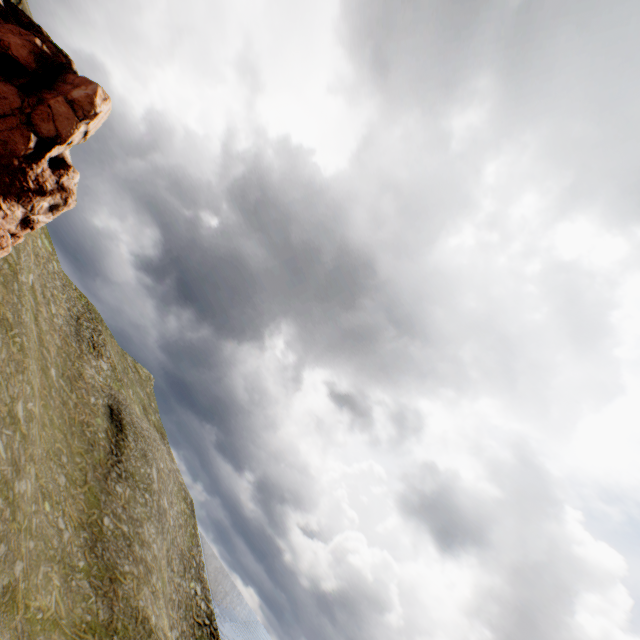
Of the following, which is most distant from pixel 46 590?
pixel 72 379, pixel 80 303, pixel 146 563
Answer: pixel 80 303
